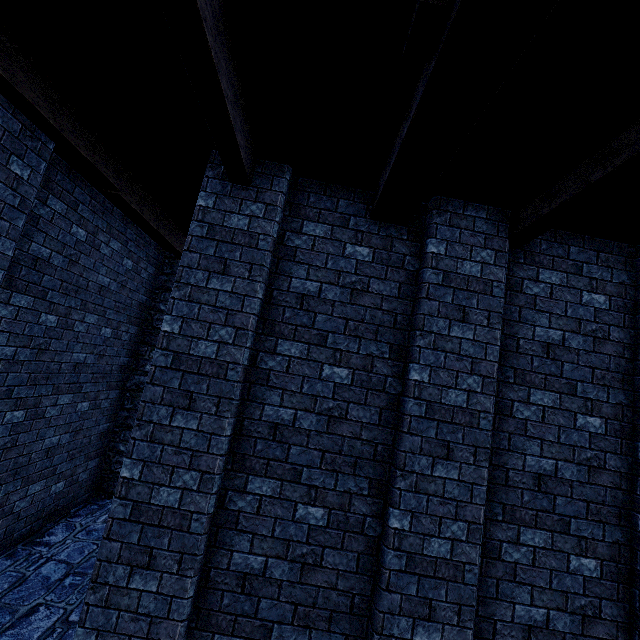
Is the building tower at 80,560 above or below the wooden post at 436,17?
below

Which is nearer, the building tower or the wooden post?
the wooden post

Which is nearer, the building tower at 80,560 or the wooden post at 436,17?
the wooden post at 436,17

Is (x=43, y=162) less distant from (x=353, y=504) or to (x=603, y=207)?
(x=353, y=504)

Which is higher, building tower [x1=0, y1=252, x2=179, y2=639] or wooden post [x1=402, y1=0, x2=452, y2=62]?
wooden post [x1=402, y1=0, x2=452, y2=62]
